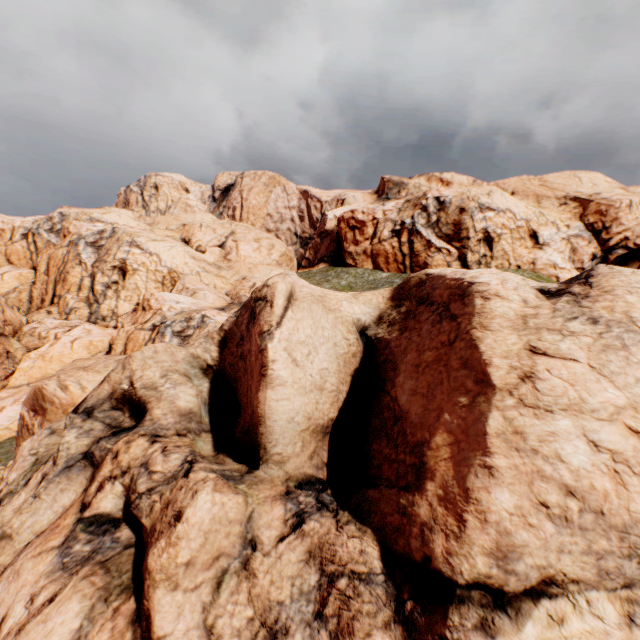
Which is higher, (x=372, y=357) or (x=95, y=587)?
(x=372, y=357)
